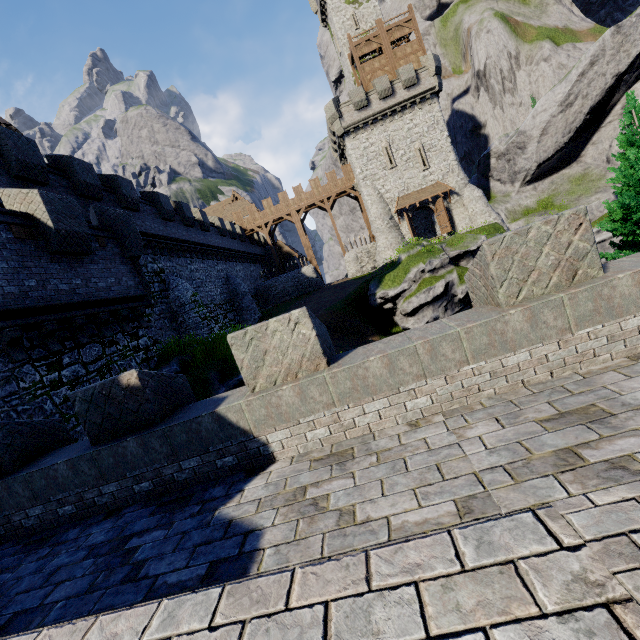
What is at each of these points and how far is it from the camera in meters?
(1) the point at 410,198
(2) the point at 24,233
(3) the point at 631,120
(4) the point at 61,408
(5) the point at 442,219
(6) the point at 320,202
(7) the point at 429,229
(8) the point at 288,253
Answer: (1) awning, 33.2
(2) wooden platform, 9.0
(3) tree, 11.4
(4) building tower, 8.8
(5) double door, 33.0
(6) walkway, 38.8
(7) building, 41.4
(8) building, 49.1

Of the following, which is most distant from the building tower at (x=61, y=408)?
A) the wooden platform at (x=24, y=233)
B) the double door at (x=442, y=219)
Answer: the double door at (x=442, y=219)

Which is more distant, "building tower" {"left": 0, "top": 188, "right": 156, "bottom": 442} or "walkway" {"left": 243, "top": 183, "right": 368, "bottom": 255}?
"walkway" {"left": 243, "top": 183, "right": 368, "bottom": 255}

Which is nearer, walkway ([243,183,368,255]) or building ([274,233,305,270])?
walkway ([243,183,368,255])

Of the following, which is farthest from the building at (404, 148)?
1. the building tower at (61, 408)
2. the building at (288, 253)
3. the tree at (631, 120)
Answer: the building tower at (61, 408)

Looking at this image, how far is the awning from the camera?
32.6 meters

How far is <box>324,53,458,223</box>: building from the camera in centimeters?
3144cm

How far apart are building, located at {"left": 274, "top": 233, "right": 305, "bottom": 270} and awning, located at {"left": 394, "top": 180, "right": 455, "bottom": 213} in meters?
18.8 m
